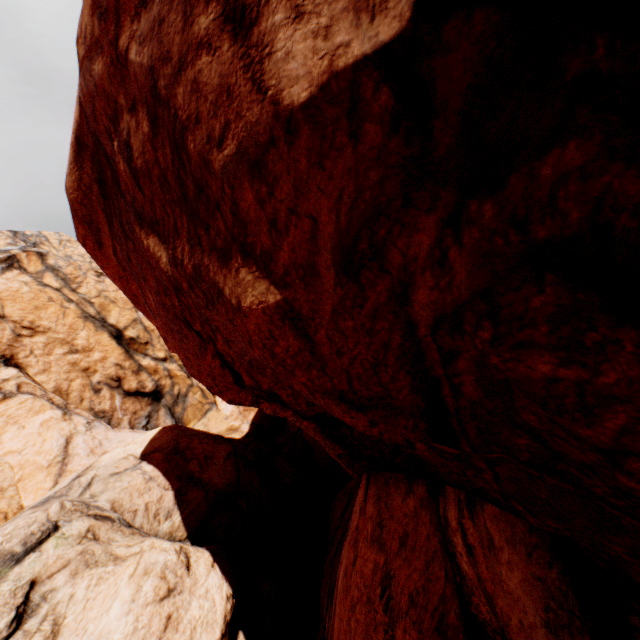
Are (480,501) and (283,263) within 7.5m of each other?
yes
